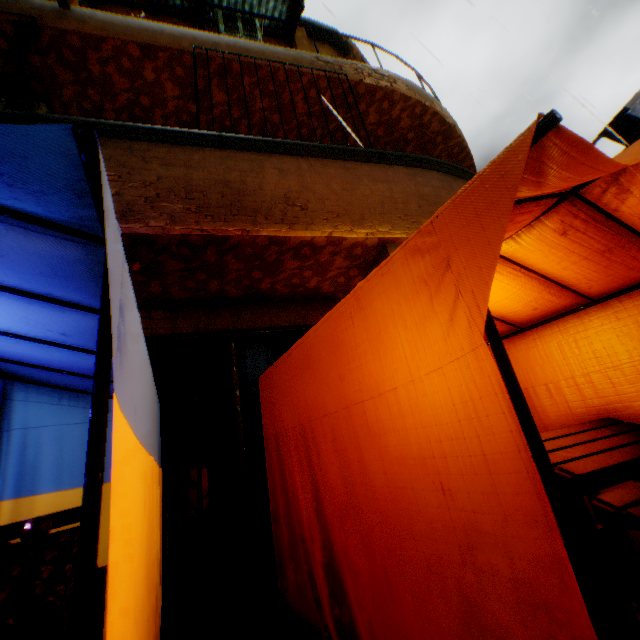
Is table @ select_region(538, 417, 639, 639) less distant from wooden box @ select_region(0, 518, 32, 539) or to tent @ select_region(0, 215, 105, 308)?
tent @ select_region(0, 215, 105, 308)

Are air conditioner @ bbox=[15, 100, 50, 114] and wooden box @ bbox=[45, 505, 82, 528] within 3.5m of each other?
no

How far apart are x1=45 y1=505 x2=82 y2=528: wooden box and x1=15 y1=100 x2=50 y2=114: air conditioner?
4.2 meters

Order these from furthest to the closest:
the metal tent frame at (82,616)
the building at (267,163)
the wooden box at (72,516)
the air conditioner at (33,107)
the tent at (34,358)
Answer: the air conditioner at (33,107) < the building at (267,163) < the tent at (34,358) < the wooden box at (72,516) < the metal tent frame at (82,616)

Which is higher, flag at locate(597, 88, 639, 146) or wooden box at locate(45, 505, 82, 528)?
flag at locate(597, 88, 639, 146)

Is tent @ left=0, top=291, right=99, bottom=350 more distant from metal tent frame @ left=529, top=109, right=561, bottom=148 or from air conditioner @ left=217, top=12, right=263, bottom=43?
air conditioner @ left=217, top=12, right=263, bottom=43

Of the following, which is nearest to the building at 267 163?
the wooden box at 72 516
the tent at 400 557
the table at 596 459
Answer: the tent at 400 557

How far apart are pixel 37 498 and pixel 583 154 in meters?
4.2
